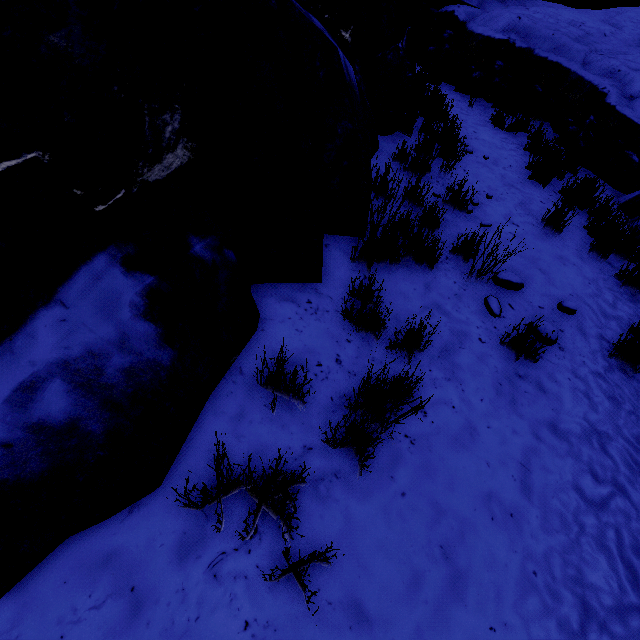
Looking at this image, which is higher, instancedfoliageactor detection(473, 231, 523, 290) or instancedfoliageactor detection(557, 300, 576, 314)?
instancedfoliageactor detection(473, 231, 523, 290)

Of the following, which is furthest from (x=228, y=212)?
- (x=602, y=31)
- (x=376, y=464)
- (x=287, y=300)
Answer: (x=602, y=31)

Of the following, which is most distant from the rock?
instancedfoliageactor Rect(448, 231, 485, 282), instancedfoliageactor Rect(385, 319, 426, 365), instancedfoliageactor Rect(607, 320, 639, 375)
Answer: instancedfoliageactor Rect(607, 320, 639, 375)

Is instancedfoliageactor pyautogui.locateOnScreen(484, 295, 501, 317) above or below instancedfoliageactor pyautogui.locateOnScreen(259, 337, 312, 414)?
below

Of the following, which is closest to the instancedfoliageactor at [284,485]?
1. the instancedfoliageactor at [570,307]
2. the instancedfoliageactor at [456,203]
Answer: the instancedfoliageactor at [570,307]

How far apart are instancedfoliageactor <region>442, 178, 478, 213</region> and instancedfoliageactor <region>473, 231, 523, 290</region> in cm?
100

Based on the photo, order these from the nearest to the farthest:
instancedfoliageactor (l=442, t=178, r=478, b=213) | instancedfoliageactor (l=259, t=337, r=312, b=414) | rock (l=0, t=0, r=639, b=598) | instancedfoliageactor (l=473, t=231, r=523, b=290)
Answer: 1. rock (l=0, t=0, r=639, b=598)
2. instancedfoliageactor (l=259, t=337, r=312, b=414)
3. instancedfoliageactor (l=473, t=231, r=523, b=290)
4. instancedfoliageactor (l=442, t=178, r=478, b=213)

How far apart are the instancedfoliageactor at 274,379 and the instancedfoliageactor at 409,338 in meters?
0.9 m
